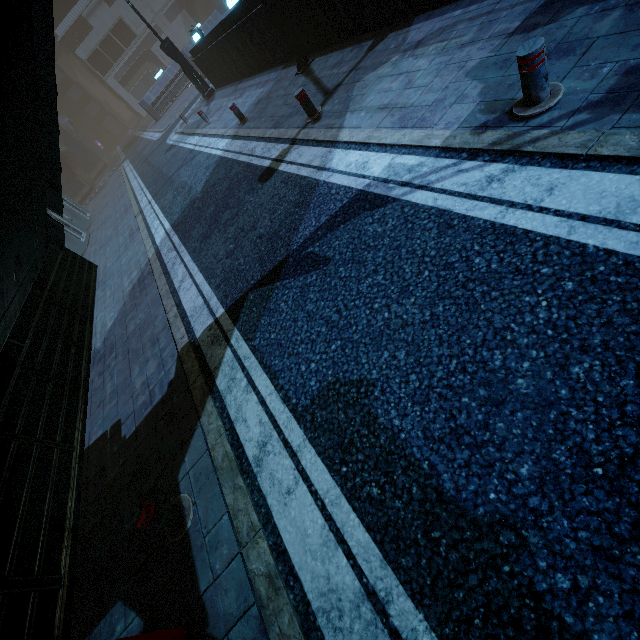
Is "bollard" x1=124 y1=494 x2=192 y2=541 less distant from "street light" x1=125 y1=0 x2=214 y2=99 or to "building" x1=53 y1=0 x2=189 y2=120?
"building" x1=53 y1=0 x2=189 y2=120

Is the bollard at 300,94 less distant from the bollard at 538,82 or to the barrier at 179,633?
the bollard at 538,82

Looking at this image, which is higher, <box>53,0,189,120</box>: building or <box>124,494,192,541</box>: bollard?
<box>53,0,189,120</box>: building

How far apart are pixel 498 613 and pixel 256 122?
11.61m

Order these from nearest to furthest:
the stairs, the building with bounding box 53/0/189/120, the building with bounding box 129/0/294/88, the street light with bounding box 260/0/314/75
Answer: the stairs → the street light with bounding box 260/0/314/75 → the building with bounding box 129/0/294/88 → the building with bounding box 53/0/189/120

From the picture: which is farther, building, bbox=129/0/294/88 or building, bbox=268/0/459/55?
building, bbox=129/0/294/88

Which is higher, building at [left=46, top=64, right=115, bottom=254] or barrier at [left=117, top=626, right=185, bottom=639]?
building at [left=46, top=64, right=115, bottom=254]

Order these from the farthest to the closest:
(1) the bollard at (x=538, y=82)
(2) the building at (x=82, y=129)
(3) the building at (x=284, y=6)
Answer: (2) the building at (x=82, y=129), (3) the building at (x=284, y=6), (1) the bollard at (x=538, y=82)
